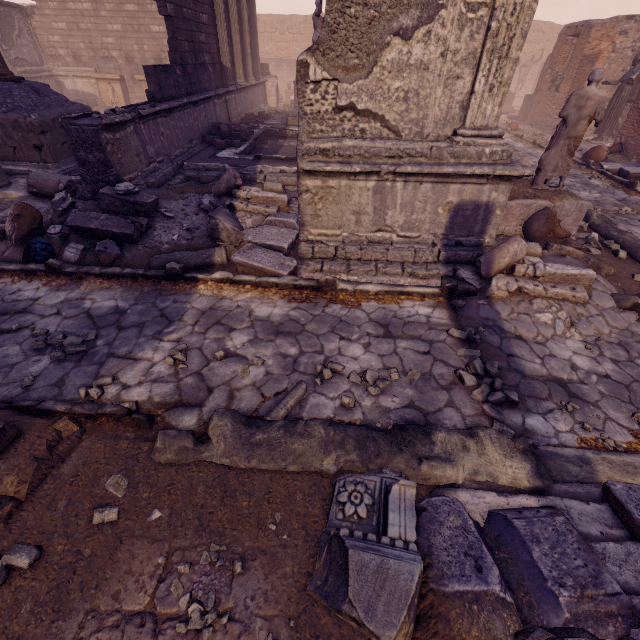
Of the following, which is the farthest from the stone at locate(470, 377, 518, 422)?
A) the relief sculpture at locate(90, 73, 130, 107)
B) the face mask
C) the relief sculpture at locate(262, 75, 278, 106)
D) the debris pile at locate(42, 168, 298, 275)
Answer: the relief sculpture at locate(90, 73, 130, 107)

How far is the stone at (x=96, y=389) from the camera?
3.17m

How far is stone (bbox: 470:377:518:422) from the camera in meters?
3.1 m

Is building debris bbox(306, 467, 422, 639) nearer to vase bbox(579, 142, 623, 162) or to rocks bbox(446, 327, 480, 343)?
rocks bbox(446, 327, 480, 343)

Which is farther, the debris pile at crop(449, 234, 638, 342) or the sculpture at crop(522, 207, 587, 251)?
the sculpture at crop(522, 207, 587, 251)

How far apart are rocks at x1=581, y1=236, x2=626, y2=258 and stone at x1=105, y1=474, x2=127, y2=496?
7.85m

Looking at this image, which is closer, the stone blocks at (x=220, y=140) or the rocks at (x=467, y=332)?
the rocks at (x=467, y=332)

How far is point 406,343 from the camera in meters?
3.9
